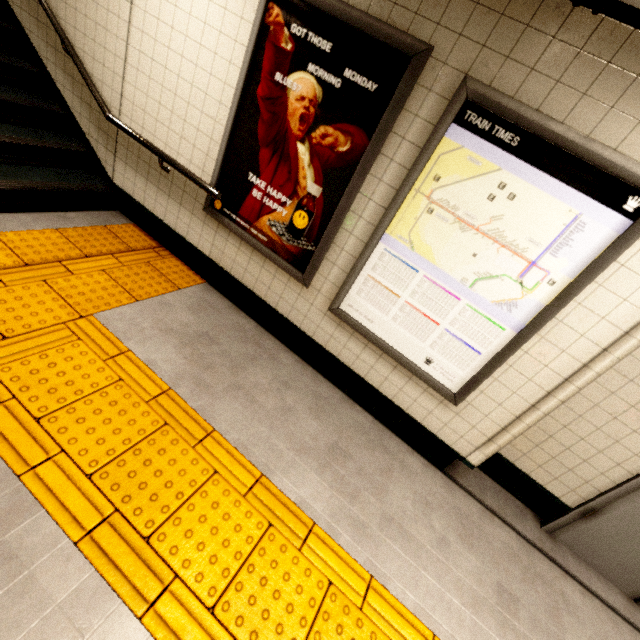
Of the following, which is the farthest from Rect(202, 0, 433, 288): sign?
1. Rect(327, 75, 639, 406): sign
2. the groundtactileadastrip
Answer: the groundtactileadastrip

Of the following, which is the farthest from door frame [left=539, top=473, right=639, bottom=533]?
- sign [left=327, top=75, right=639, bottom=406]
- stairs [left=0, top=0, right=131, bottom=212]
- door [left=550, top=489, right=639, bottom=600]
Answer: stairs [left=0, top=0, right=131, bottom=212]

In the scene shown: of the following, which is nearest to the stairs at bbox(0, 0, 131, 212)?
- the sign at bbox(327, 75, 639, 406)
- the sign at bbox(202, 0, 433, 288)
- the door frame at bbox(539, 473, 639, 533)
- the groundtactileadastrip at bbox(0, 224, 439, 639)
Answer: the groundtactileadastrip at bbox(0, 224, 439, 639)

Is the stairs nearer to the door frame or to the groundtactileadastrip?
the groundtactileadastrip

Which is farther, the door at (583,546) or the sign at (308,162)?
the door at (583,546)

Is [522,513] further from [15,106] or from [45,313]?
[15,106]

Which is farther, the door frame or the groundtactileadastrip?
the door frame

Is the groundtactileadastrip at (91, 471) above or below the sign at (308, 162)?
below
